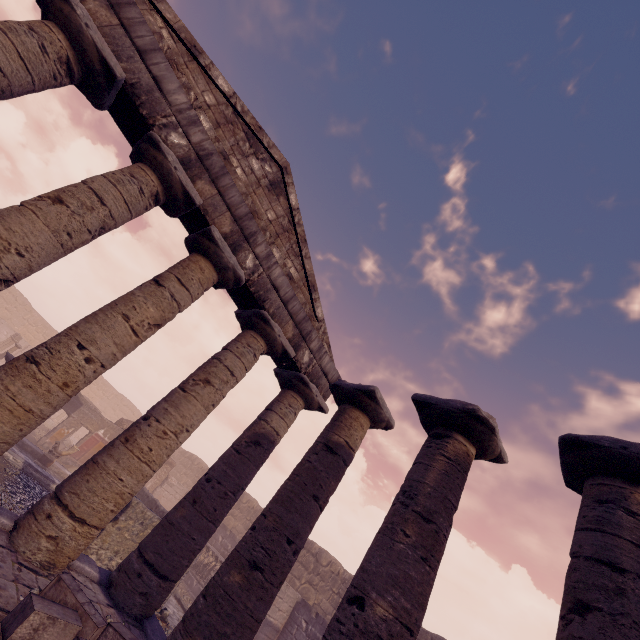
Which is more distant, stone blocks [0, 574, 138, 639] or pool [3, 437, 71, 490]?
pool [3, 437, 71, 490]

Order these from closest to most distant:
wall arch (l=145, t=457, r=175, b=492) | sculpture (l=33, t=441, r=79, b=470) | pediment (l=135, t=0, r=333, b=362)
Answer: pediment (l=135, t=0, r=333, b=362) < sculpture (l=33, t=441, r=79, b=470) < wall arch (l=145, t=457, r=175, b=492)

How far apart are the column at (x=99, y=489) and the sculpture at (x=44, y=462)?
10.3 meters

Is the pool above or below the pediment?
below

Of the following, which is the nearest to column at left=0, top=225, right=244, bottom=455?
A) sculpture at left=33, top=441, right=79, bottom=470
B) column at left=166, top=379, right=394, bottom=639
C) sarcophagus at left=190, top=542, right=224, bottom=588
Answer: column at left=166, top=379, right=394, bottom=639

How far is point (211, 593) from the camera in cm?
492

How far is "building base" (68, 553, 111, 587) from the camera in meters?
5.5

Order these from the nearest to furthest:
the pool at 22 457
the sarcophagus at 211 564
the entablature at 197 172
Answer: the entablature at 197 172 < the pool at 22 457 < the sarcophagus at 211 564
